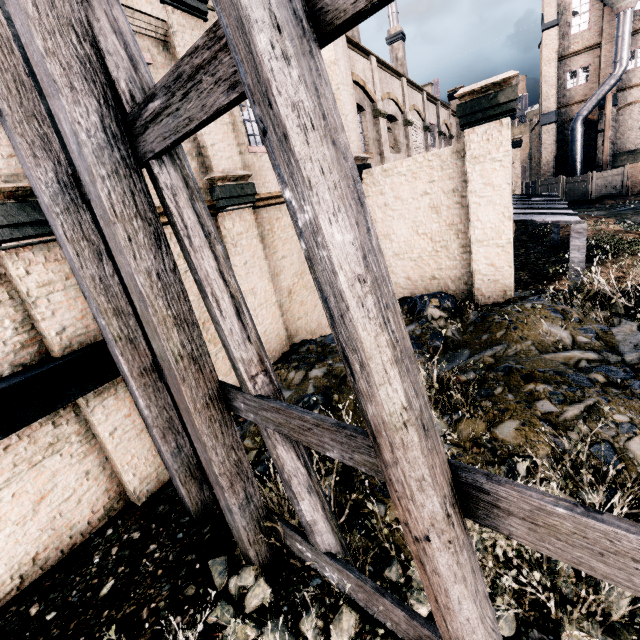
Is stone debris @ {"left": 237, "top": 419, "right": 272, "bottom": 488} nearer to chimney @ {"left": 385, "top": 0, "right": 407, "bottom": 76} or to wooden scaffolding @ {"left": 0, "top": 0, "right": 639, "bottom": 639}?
wooden scaffolding @ {"left": 0, "top": 0, "right": 639, "bottom": 639}

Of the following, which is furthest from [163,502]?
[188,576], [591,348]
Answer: [591,348]

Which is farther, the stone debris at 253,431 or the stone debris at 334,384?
the stone debris at 334,384

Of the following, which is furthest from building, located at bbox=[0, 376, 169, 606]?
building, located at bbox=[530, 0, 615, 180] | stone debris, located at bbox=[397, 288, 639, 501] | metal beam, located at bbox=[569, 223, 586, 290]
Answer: building, located at bbox=[530, 0, 615, 180]

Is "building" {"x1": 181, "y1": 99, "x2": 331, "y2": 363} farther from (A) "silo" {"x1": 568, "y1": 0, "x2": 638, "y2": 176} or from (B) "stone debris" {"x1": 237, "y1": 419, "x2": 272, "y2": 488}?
(A) "silo" {"x1": 568, "y1": 0, "x2": 638, "y2": 176}

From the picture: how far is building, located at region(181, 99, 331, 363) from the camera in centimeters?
833cm

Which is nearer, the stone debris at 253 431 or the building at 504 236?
the stone debris at 253 431

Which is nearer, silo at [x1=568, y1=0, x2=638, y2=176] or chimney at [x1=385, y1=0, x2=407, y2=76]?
silo at [x1=568, y1=0, x2=638, y2=176]
